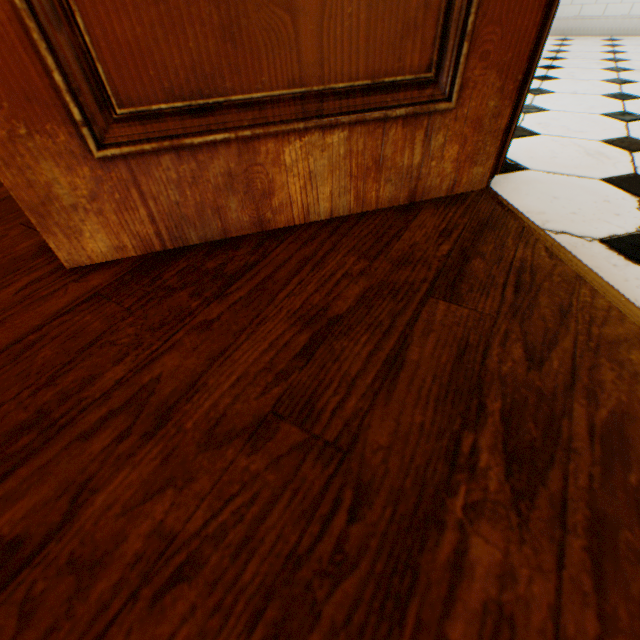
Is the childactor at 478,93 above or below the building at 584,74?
above

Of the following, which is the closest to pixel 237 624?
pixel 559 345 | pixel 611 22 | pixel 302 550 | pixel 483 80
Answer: pixel 302 550

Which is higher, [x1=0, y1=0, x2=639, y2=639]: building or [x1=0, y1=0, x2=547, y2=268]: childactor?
[x1=0, y1=0, x2=547, y2=268]: childactor
